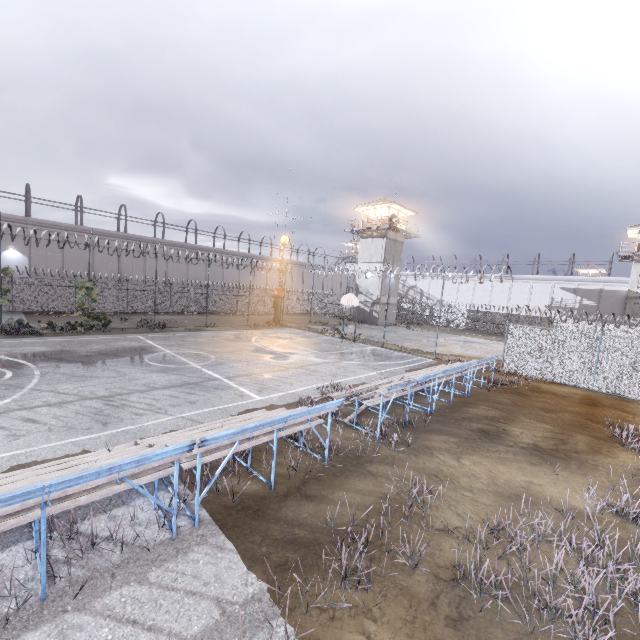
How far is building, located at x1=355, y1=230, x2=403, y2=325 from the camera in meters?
39.3

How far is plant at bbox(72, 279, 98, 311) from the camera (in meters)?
20.14

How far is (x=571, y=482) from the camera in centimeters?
729cm

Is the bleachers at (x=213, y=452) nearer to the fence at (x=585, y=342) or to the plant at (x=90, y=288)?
the fence at (x=585, y=342)

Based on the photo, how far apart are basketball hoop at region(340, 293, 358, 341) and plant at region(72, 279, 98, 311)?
16.43m

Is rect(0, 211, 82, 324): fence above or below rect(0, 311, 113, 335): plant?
above

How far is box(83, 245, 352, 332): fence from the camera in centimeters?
2894cm

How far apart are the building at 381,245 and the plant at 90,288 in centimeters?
2847cm
